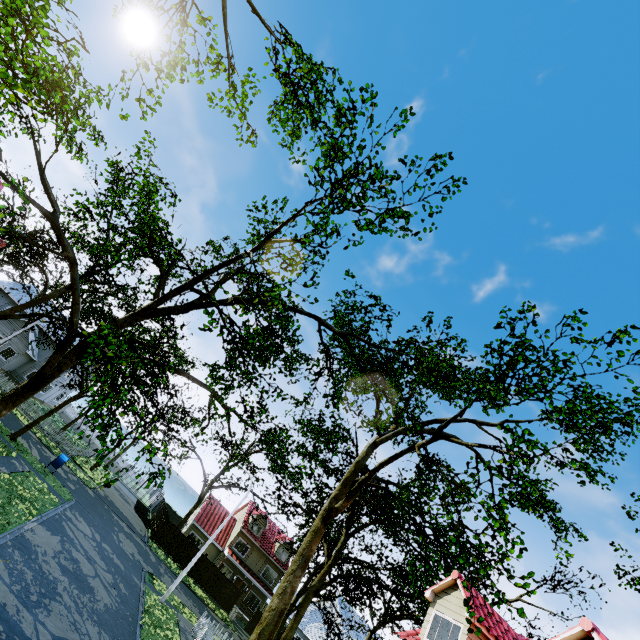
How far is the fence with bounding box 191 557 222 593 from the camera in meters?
33.4

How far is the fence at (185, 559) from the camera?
33.2m

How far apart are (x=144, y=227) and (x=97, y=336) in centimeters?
337cm

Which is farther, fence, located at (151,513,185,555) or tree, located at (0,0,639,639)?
fence, located at (151,513,185,555)

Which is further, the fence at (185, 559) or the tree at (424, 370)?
the fence at (185, 559)
